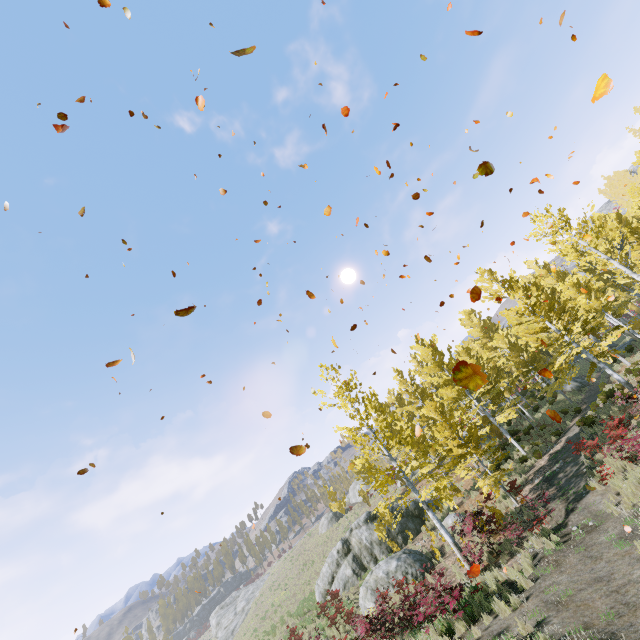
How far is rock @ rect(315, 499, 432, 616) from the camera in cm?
1627

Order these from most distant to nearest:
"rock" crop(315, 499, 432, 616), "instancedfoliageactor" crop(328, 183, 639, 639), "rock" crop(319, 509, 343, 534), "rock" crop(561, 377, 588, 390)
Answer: "rock" crop(319, 509, 343, 534)
"rock" crop(561, 377, 588, 390)
"rock" crop(315, 499, 432, 616)
"instancedfoliageactor" crop(328, 183, 639, 639)

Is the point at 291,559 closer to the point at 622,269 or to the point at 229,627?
the point at 229,627

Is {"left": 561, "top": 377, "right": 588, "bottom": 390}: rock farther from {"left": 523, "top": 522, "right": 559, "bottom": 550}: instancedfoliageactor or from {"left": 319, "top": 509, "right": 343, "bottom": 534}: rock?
{"left": 319, "top": 509, "right": 343, "bottom": 534}: rock

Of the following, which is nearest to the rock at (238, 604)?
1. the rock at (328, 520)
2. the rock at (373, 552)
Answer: the rock at (328, 520)

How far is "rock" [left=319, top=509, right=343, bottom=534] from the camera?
39.4 meters

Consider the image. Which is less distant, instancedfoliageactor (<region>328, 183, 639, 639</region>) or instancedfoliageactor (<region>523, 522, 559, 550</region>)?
instancedfoliageactor (<region>523, 522, 559, 550</region>)

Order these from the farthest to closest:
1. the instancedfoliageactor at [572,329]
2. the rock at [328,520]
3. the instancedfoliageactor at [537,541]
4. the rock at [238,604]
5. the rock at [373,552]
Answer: the rock at [238,604] → the rock at [328,520] → the rock at [373,552] → the instancedfoliageactor at [572,329] → the instancedfoliageactor at [537,541]
